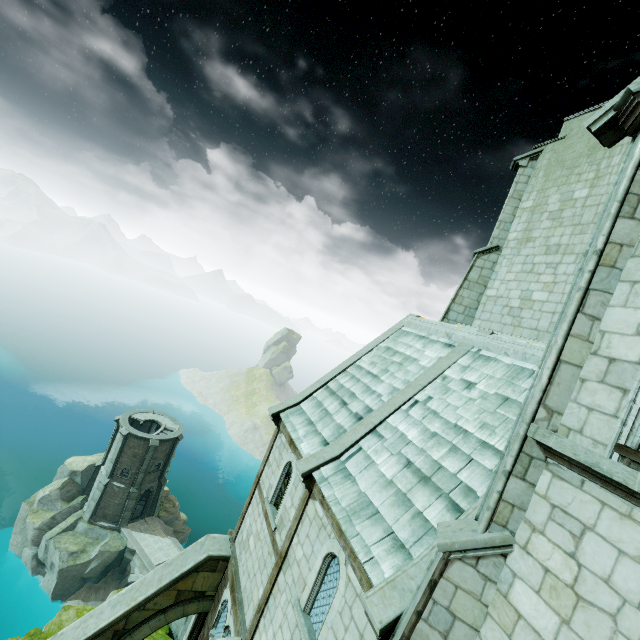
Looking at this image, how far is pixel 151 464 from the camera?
35.3 meters

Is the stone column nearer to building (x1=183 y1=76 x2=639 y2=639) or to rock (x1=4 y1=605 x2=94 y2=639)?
building (x1=183 y1=76 x2=639 y2=639)

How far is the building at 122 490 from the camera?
34.00m

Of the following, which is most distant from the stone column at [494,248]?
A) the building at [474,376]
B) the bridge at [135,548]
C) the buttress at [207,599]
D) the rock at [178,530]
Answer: the rock at [178,530]

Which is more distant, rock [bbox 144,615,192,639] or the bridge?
the bridge

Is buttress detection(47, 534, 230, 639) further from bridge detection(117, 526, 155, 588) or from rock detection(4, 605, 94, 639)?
bridge detection(117, 526, 155, 588)

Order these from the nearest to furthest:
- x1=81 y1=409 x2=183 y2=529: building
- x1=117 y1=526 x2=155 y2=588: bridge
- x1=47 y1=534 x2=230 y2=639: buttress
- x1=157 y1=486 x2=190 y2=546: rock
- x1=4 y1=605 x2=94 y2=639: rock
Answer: x1=47 y1=534 x2=230 y2=639: buttress
x1=4 y1=605 x2=94 y2=639: rock
x1=117 y1=526 x2=155 y2=588: bridge
x1=81 y1=409 x2=183 y2=529: building
x1=157 y1=486 x2=190 y2=546: rock

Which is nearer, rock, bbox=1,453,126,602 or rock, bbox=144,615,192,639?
rock, bbox=144,615,192,639
